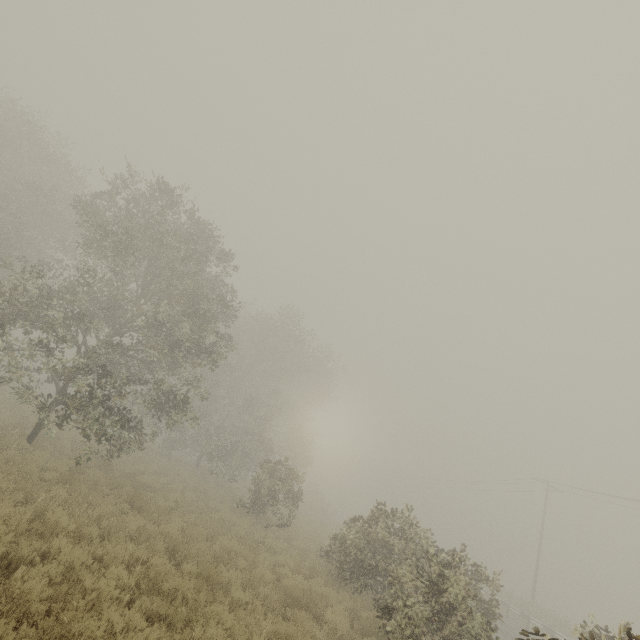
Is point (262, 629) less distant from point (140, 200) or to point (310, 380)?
point (140, 200)
